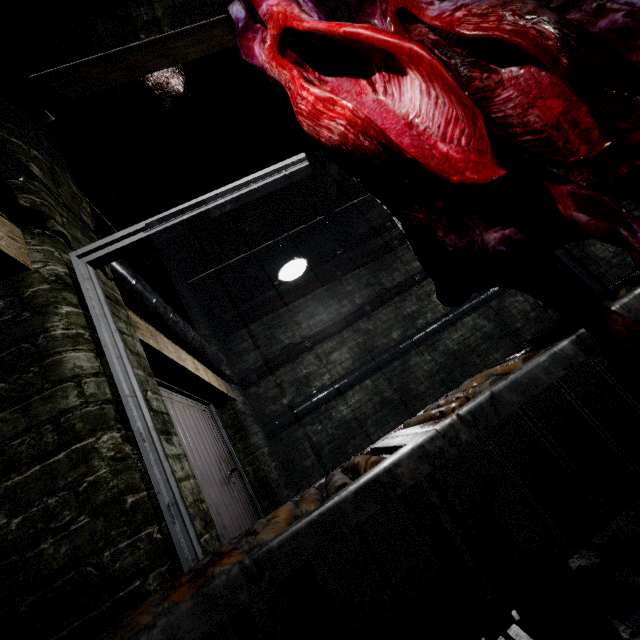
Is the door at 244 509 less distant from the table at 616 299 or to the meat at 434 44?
the table at 616 299

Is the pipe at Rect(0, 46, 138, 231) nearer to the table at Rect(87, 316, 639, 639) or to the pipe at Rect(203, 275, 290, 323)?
the pipe at Rect(203, 275, 290, 323)

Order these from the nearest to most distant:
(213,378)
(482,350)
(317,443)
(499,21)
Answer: (499,21) < (213,378) < (317,443) < (482,350)

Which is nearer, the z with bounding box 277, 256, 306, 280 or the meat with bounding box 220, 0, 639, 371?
the meat with bounding box 220, 0, 639, 371

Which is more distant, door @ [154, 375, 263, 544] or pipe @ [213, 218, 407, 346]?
pipe @ [213, 218, 407, 346]

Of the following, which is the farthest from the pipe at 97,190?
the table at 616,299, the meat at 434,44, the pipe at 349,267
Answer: the table at 616,299

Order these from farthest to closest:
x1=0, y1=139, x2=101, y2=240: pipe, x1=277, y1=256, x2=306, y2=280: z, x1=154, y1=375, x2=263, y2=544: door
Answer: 1. x1=277, y1=256, x2=306, y2=280: z
2. x1=154, y1=375, x2=263, y2=544: door
3. x1=0, y1=139, x2=101, y2=240: pipe

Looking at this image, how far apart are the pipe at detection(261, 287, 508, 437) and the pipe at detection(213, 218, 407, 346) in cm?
140
